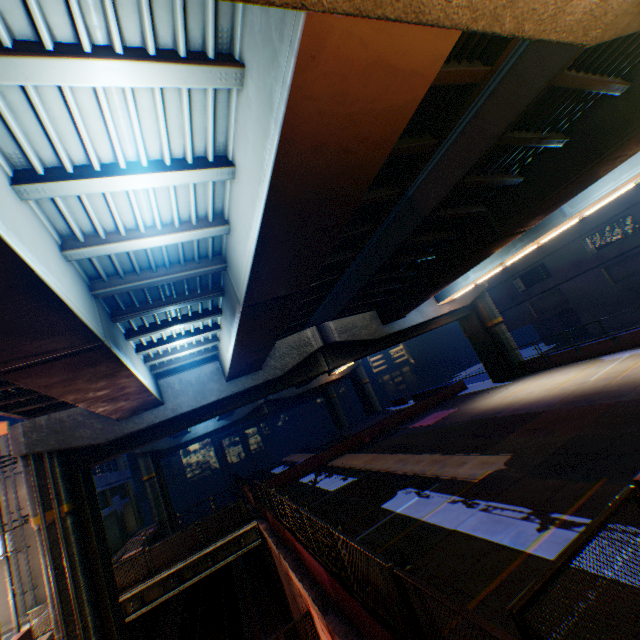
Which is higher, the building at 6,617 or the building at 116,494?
the building at 116,494

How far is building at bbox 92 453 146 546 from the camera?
30.0m

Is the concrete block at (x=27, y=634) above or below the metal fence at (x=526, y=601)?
A: below

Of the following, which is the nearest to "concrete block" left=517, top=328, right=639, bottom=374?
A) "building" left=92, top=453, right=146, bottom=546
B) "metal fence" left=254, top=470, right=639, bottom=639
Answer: "metal fence" left=254, top=470, right=639, bottom=639

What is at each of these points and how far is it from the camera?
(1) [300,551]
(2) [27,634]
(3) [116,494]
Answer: (1) concrete block, 9.98m
(2) concrete block, 13.26m
(3) building, 33.09m

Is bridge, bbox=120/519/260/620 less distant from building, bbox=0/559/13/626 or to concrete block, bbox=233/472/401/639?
concrete block, bbox=233/472/401/639

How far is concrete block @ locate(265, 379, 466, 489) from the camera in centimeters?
2419cm
